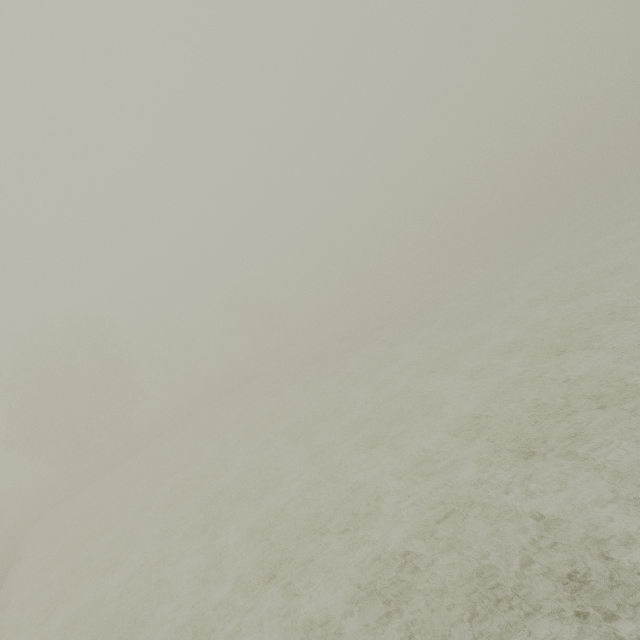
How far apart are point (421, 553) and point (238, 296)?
56.0m
